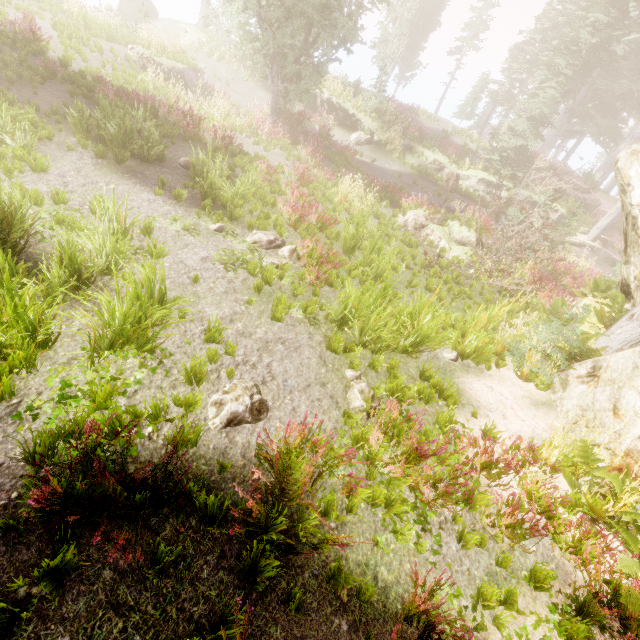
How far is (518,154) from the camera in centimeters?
2148cm

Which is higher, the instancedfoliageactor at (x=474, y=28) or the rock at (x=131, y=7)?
the instancedfoliageactor at (x=474, y=28)

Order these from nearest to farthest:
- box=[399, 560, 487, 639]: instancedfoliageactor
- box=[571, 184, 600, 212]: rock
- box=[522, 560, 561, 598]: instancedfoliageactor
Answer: box=[399, 560, 487, 639]: instancedfoliageactor, box=[522, 560, 561, 598]: instancedfoliageactor, box=[571, 184, 600, 212]: rock

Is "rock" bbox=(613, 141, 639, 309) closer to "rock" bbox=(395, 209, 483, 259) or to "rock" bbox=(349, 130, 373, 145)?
"rock" bbox=(395, 209, 483, 259)

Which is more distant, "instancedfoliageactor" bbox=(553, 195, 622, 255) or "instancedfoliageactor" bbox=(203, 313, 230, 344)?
"instancedfoliageactor" bbox=(553, 195, 622, 255)

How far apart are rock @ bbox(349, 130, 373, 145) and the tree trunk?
5.5 meters

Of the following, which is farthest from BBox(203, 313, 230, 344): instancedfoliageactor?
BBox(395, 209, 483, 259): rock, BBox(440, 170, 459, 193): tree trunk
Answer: BBox(440, 170, 459, 193): tree trunk

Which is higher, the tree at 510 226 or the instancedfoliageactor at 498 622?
the tree at 510 226
